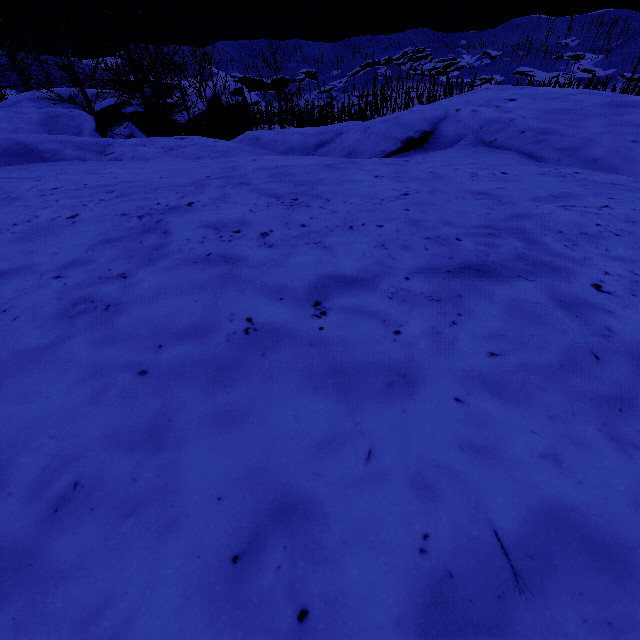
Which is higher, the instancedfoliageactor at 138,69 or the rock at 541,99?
the instancedfoliageactor at 138,69

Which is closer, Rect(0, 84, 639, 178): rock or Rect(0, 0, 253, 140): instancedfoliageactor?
Rect(0, 84, 639, 178): rock

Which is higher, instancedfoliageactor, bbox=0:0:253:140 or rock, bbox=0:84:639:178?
instancedfoliageactor, bbox=0:0:253:140

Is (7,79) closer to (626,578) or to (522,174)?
(522,174)

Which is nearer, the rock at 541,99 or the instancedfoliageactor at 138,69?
the rock at 541,99
